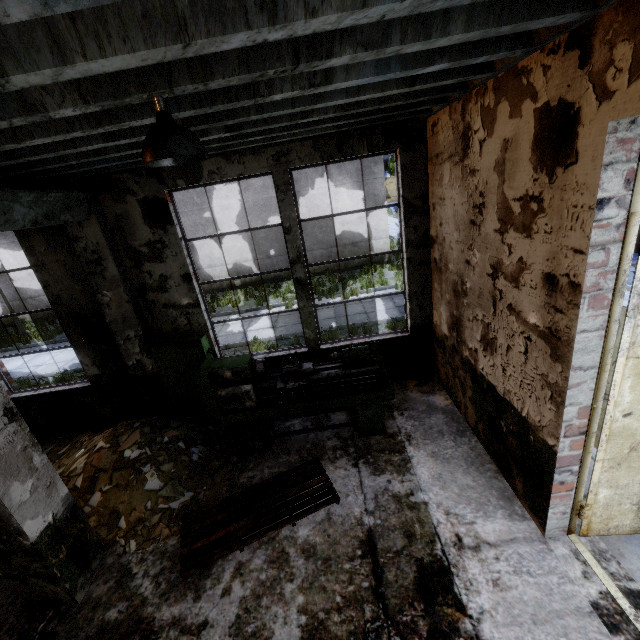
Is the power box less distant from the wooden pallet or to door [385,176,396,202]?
the wooden pallet

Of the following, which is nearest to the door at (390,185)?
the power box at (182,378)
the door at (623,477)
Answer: the power box at (182,378)

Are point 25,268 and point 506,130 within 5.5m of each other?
no

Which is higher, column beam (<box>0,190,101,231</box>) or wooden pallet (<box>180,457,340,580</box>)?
column beam (<box>0,190,101,231</box>)

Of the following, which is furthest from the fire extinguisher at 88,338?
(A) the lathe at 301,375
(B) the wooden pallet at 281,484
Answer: (B) the wooden pallet at 281,484

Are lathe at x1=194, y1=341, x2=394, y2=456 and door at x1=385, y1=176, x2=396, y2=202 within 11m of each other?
no

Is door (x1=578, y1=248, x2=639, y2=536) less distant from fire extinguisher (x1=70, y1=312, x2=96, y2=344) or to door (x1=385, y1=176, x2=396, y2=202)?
fire extinguisher (x1=70, y1=312, x2=96, y2=344)

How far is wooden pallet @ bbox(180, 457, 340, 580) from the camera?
3.80m
